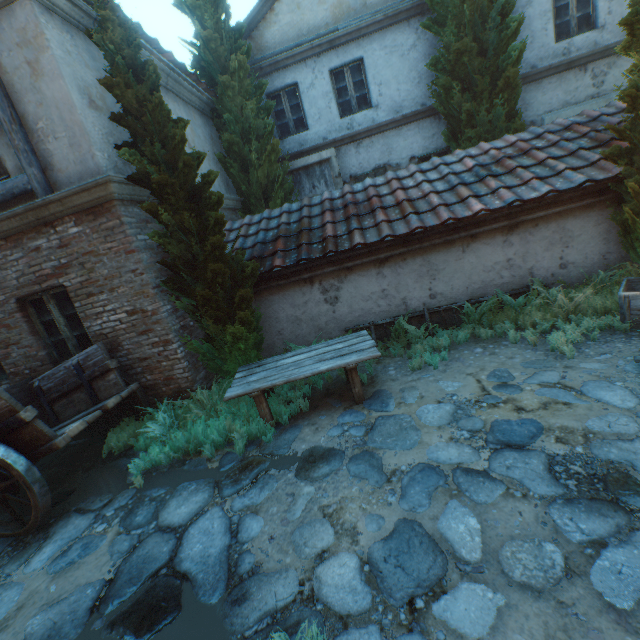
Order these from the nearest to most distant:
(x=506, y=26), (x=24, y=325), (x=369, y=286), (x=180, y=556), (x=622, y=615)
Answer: (x=622, y=615) → (x=180, y=556) → (x=24, y=325) → (x=369, y=286) → (x=506, y=26)

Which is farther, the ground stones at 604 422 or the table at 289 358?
the table at 289 358

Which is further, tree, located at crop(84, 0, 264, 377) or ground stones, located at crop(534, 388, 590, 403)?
tree, located at crop(84, 0, 264, 377)

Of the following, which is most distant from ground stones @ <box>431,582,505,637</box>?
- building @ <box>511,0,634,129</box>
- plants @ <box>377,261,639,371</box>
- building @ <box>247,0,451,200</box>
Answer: building @ <box>511,0,634,129</box>

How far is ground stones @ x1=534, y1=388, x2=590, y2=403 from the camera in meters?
3.5

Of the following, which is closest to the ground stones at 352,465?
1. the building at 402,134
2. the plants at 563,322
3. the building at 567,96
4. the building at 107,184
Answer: the building at 107,184

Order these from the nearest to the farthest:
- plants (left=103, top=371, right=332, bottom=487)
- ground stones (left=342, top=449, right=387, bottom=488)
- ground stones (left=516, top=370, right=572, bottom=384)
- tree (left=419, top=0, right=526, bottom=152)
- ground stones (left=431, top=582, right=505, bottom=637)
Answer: ground stones (left=431, top=582, right=505, bottom=637)
ground stones (left=342, top=449, right=387, bottom=488)
ground stones (left=516, top=370, right=572, bottom=384)
plants (left=103, top=371, right=332, bottom=487)
tree (left=419, top=0, right=526, bottom=152)

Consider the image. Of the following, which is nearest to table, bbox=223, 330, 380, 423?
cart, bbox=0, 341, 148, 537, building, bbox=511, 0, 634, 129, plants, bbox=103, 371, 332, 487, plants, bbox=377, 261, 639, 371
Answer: plants, bbox=103, 371, 332, 487
